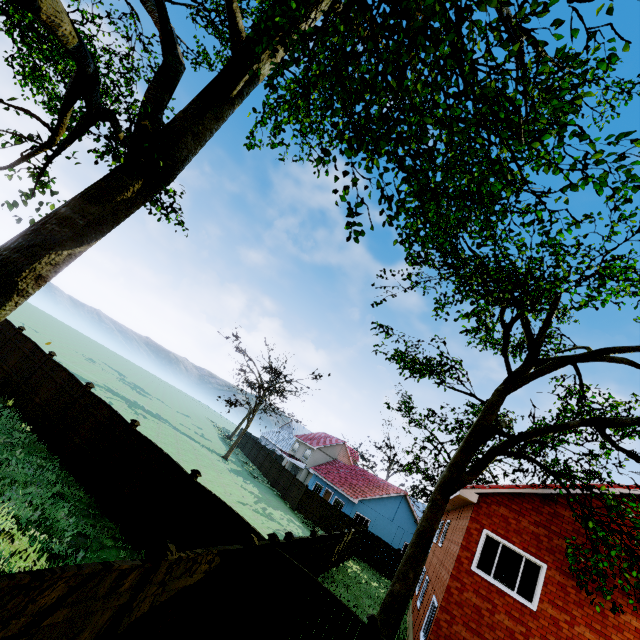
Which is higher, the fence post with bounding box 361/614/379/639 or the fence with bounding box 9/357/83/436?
the fence post with bounding box 361/614/379/639

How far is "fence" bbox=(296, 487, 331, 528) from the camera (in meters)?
29.07

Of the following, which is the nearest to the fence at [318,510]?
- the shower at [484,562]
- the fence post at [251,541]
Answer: the fence post at [251,541]

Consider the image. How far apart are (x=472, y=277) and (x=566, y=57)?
8.03m

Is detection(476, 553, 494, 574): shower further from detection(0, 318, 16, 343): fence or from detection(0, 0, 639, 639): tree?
detection(0, 0, 639, 639): tree

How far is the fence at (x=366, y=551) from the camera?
26.2 meters

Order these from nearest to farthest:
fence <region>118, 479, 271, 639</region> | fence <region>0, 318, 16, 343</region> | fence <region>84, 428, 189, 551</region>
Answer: fence <region>118, 479, 271, 639</region>
fence <region>84, 428, 189, 551</region>
fence <region>0, 318, 16, 343</region>

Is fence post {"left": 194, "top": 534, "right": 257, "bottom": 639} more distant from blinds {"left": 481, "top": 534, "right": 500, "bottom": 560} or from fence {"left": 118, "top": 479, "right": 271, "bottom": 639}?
blinds {"left": 481, "top": 534, "right": 500, "bottom": 560}
